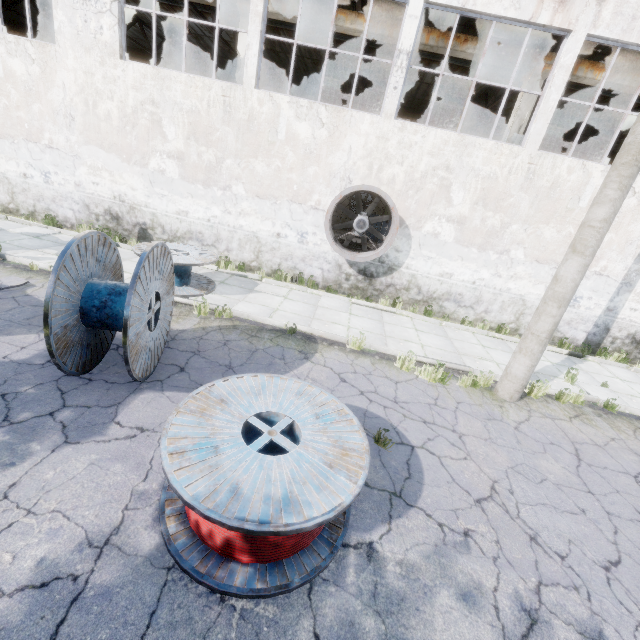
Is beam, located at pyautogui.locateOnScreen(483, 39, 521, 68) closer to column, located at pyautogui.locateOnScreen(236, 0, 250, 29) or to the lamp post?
column, located at pyautogui.locateOnScreen(236, 0, 250, 29)

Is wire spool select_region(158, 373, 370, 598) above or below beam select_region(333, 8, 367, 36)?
below

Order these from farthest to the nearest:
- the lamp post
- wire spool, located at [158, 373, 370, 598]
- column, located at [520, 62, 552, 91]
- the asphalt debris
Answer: column, located at [520, 62, 552, 91]
the asphalt debris
the lamp post
wire spool, located at [158, 373, 370, 598]

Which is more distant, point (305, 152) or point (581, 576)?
point (305, 152)

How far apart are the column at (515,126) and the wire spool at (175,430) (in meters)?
10.99

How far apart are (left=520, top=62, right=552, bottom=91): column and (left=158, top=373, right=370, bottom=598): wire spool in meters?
11.0

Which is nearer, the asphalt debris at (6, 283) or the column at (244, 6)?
the asphalt debris at (6, 283)

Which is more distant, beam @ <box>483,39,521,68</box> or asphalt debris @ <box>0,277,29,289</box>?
beam @ <box>483,39,521,68</box>
